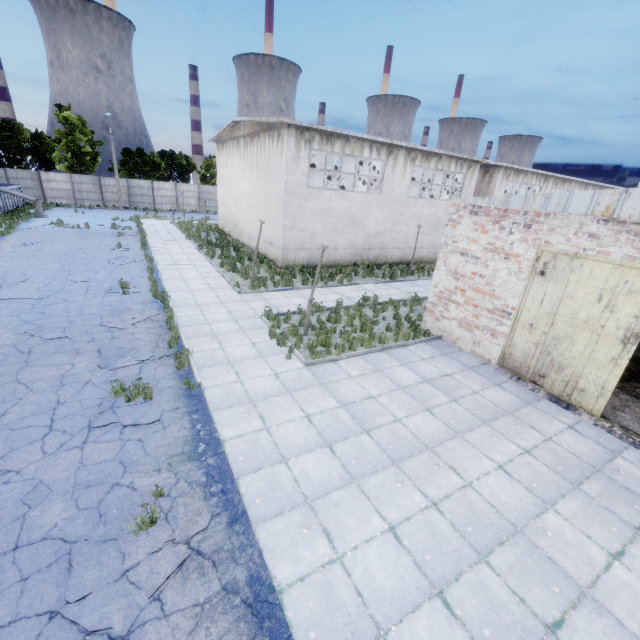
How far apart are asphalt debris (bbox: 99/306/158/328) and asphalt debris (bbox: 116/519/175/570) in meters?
7.1 m

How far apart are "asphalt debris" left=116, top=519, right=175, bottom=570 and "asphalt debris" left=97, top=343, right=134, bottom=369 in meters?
4.3

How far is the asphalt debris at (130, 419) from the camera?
6.8m

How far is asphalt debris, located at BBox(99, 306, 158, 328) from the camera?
11.0 meters

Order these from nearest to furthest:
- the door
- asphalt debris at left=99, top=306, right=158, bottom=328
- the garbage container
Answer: the door
asphalt debris at left=99, top=306, right=158, bottom=328
the garbage container

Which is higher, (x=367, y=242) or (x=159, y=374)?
(x=367, y=242)

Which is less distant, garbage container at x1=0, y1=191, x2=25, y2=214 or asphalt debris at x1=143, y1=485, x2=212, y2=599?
asphalt debris at x1=143, y1=485, x2=212, y2=599

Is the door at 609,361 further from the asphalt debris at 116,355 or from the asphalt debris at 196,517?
the asphalt debris at 116,355
